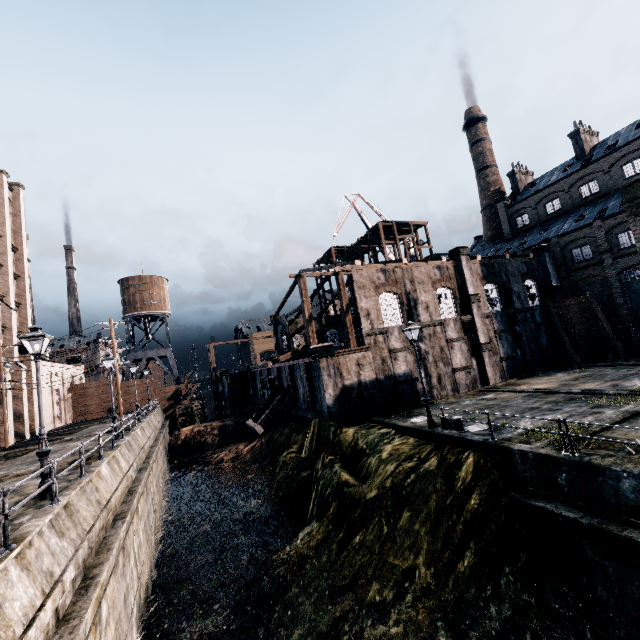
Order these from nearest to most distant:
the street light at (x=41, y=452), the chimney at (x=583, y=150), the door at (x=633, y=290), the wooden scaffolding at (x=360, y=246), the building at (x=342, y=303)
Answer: the street light at (x=41, y=452) < the building at (x=342, y=303) < the door at (x=633, y=290) < the chimney at (x=583, y=150) < the wooden scaffolding at (x=360, y=246)

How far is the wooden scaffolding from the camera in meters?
46.5 m

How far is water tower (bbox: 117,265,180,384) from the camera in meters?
53.9

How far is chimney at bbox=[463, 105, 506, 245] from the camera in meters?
55.8 m

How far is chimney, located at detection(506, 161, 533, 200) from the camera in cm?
5175

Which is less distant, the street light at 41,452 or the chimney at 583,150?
the street light at 41,452

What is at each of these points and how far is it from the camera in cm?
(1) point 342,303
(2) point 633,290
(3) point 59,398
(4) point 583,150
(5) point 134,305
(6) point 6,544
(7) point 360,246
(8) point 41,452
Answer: (1) building, 3753
(2) door, 3406
(3) building, 4291
(4) chimney, 4322
(5) water tower, 5484
(6) metal railing, 683
(7) wooden scaffolding, 5128
(8) street light, 1078

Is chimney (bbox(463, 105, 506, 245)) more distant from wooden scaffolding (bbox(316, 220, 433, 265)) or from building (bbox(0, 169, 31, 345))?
building (bbox(0, 169, 31, 345))
